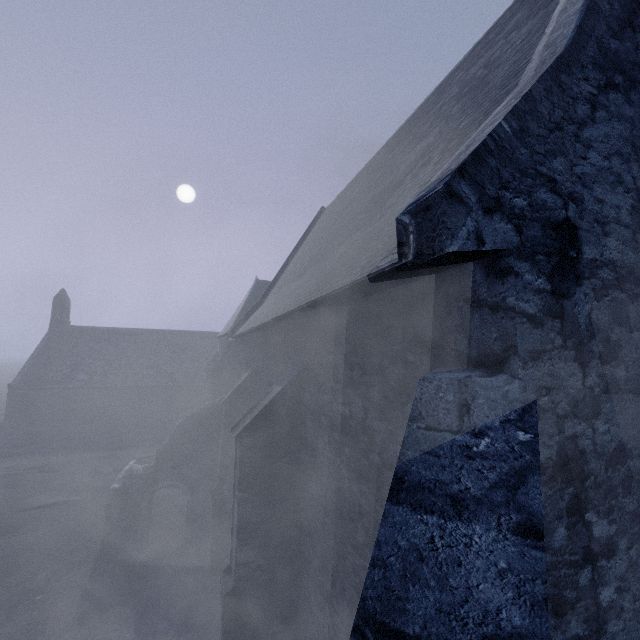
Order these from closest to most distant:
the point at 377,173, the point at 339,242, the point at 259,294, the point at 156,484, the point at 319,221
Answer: the point at 339,242, the point at 377,173, the point at 156,484, the point at 319,221, the point at 259,294
